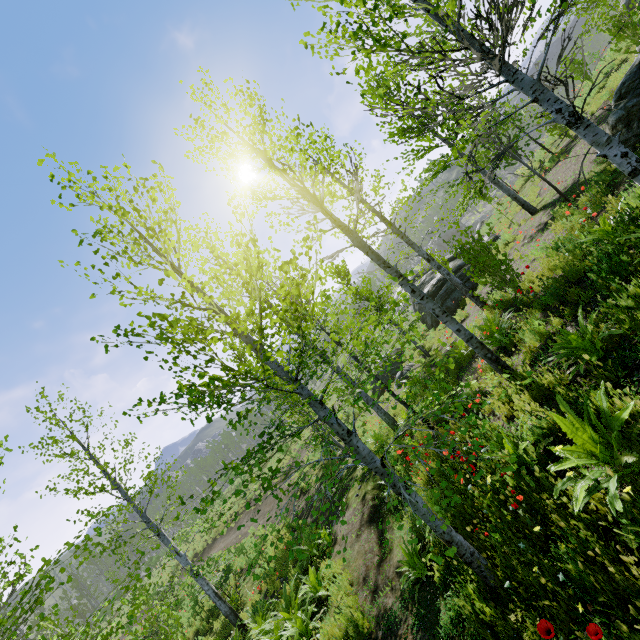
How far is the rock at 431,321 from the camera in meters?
18.2

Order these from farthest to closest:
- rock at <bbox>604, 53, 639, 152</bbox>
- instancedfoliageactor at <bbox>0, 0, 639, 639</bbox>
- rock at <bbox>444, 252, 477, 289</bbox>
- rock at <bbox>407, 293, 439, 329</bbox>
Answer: rock at <bbox>407, 293, 439, 329</bbox> → rock at <bbox>444, 252, 477, 289</bbox> → rock at <bbox>604, 53, 639, 152</bbox> → instancedfoliageactor at <bbox>0, 0, 639, 639</bbox>

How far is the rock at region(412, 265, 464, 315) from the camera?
15.84m

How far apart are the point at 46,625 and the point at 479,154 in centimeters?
3070cm

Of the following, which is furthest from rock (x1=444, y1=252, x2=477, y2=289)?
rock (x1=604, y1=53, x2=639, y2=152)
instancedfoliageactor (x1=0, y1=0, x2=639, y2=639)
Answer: rock (x1=604, y1=53, x2=639, y2=152)

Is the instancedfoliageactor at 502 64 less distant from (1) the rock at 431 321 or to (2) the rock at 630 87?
(1) the rock at 431 321
